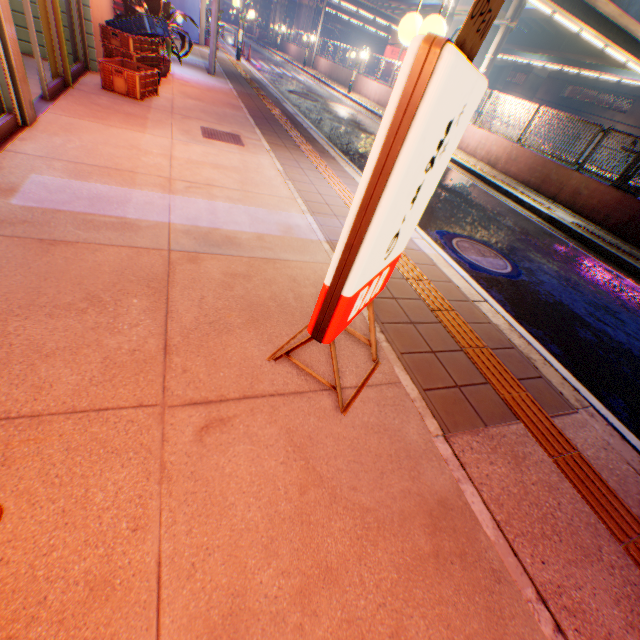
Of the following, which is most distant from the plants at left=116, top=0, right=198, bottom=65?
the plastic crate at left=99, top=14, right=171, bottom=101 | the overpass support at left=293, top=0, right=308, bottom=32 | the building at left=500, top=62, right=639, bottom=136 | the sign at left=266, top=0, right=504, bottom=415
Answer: the building at left=500, top=62, right=639, bottom=136

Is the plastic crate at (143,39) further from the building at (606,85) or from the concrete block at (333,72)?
the building at (606,85)

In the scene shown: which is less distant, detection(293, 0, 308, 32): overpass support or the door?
the door

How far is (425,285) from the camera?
3.5m

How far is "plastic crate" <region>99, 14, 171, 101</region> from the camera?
5.4m

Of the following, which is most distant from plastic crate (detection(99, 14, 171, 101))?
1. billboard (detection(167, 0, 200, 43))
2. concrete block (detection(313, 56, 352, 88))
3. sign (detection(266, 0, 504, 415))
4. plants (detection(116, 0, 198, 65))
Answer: concrete block (detection(313, 56, 352, 88))

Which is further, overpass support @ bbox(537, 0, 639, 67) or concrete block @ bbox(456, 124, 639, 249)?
overpass support @ bbox(537, 0, 639, 67)

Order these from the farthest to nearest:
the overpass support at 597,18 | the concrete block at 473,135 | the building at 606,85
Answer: the building at 606,85 → the overpass support at 597,18 → the concrete block at 473,135
